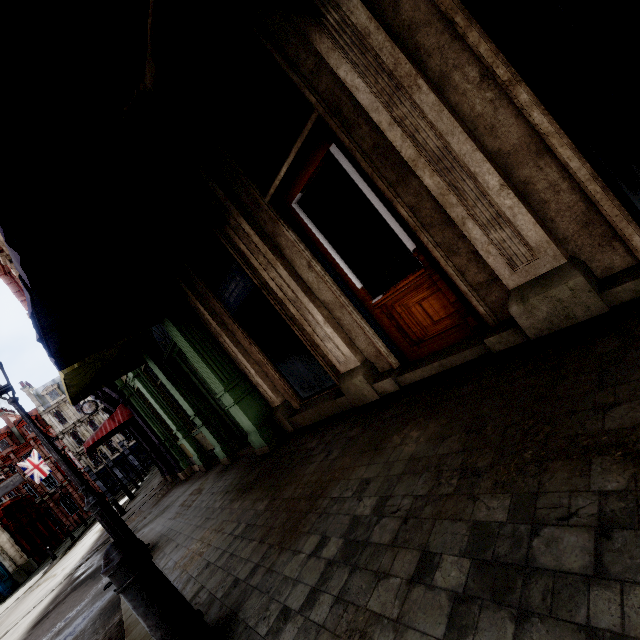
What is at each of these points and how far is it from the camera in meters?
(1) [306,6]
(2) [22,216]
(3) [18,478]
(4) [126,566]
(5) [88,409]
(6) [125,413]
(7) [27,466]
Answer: (1) awning, 2.3
(2) awning, 2.4
(3) sign, 27.6
(4) post, 2.0
(5) clock, 21.9
(6) awning, 12.1
(7) flag, 33.4

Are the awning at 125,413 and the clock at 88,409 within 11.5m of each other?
yes

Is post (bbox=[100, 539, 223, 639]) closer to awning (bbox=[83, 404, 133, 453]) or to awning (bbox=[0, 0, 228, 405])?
awning (bbox=[0, 0, 228, 405])

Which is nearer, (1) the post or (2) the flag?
(1) the post

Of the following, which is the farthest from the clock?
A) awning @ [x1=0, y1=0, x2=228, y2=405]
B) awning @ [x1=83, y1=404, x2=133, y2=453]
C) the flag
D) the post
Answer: the post

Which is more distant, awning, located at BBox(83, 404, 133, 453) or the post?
awning, located at BBox(83, 404, 133, 453)

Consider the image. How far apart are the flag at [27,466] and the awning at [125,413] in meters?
29.8

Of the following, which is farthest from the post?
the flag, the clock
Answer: the flag
